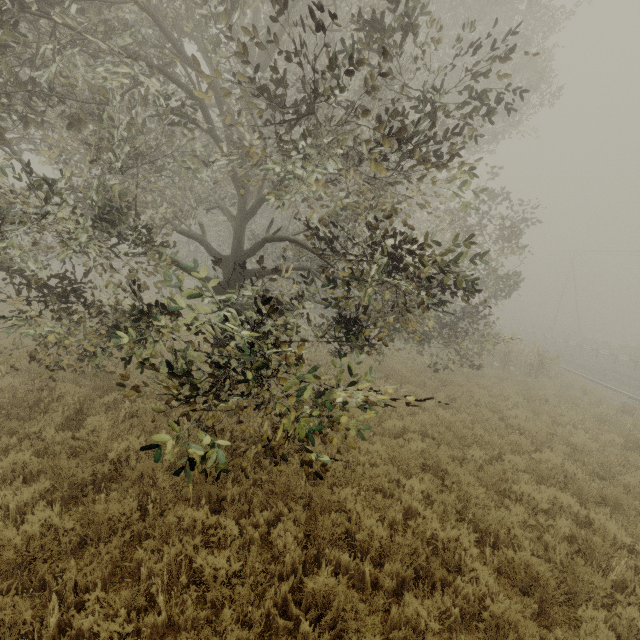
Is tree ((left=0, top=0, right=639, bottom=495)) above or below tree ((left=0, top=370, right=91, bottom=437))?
above

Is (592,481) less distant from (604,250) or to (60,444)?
(60,444)

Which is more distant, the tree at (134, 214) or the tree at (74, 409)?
the tree at (74, 409)

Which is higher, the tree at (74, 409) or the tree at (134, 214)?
the tree at (134, 214)

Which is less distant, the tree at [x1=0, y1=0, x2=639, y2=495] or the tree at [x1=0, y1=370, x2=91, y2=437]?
the tree at [x1=0, y1=0, x2=639, y2=495]
